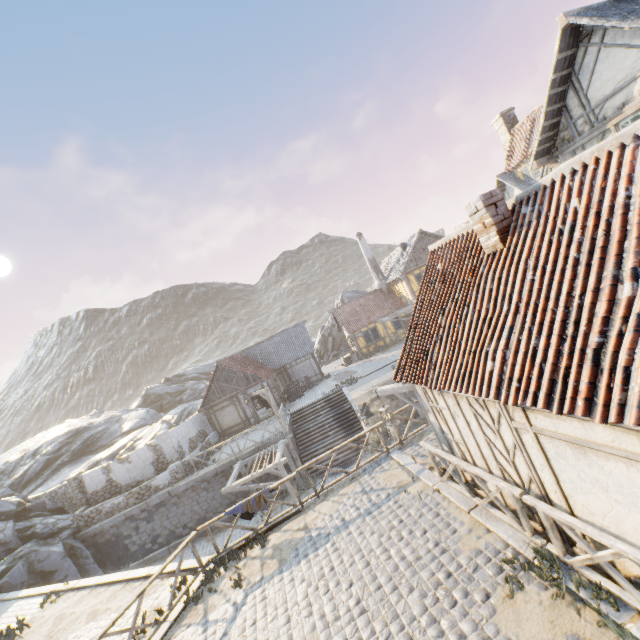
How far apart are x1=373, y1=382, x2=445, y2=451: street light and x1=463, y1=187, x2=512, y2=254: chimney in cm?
351

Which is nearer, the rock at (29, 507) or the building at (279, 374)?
the rock at (29, 507)

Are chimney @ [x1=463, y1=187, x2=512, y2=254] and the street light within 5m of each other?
yes

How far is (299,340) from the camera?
32.0 meters

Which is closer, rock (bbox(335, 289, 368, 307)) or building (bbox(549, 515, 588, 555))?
building (bbox(549, 515, 588, 555))

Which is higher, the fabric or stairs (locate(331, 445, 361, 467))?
the fabric

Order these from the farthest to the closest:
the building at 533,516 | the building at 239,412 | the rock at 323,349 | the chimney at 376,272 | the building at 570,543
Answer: the rock at 323,349 < the chimney at 376,272 < the building at 239,412 < the building at 533,516 < the building at 570,543

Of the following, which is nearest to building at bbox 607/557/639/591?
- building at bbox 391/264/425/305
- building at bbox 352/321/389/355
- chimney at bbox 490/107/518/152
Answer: building at bbox 391/264/425/305
